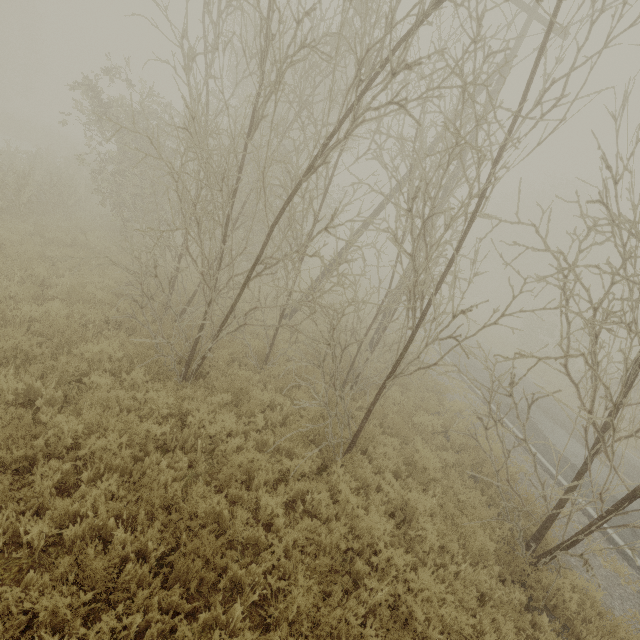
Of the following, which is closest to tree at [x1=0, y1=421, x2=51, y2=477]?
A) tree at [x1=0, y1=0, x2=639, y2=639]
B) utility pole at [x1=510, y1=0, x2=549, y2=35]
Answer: tree at [x1=0, y1=0, x2=639, y2=639]

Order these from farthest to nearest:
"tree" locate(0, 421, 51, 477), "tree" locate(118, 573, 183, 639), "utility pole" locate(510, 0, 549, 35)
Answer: "utility pole" locate(510, 0, 549, 35)
"tree" locate(0, 421, 51, 477)
"tree" locate(118, 573, 183, 639)

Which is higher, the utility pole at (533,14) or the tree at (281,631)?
the utility pole at (533,14)

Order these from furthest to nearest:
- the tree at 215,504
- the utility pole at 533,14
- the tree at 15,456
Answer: the utility pole at 533,14
the tree at 215,504
the tree at 15,456

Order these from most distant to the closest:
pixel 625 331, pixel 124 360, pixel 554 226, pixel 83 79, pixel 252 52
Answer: pixel 554 226 → pixel 625 331 → pixel 83 79 → pixel 124 360 → pixel 252 52

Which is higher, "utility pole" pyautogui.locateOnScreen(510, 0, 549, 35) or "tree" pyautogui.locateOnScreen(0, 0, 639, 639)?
"utility pole" pyautogui.locateOnScreen(510, 0, 549, 35)

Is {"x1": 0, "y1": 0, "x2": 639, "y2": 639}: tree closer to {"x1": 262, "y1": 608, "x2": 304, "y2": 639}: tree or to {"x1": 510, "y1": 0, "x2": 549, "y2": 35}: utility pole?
{"x1": 262, "y1": 608, "x2": 304, "y2": 639}: tree
